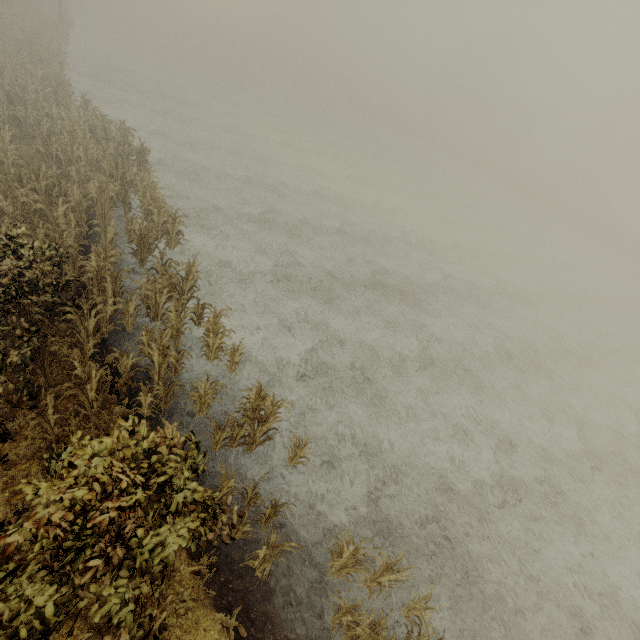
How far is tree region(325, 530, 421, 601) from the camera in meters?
6.0 m

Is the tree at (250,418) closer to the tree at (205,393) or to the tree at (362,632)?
the tree at (205,393)

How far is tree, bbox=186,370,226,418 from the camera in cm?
779

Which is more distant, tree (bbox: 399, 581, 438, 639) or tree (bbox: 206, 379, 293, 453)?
tree (bbox: 206, 379, 293, 453)

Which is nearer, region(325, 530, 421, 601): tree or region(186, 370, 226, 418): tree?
region(325, 530, 421, 601): tree

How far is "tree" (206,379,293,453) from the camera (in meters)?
7.33

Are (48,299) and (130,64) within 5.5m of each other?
no

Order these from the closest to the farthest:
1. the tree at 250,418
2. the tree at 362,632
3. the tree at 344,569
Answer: the tree at 362,632 → the tree at 344,569 → the tree at 250,418
